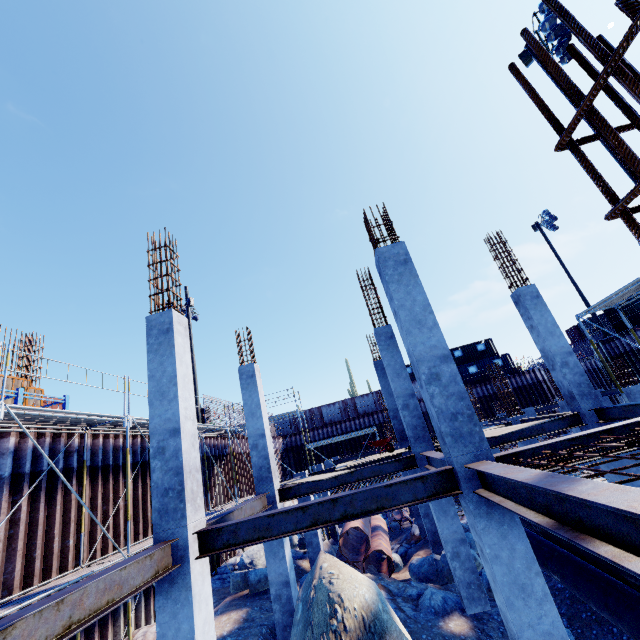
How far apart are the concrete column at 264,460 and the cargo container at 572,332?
50.5m

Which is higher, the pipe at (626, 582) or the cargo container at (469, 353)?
the cargo container at (469, 353)

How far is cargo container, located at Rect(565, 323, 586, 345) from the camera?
44.4 meters

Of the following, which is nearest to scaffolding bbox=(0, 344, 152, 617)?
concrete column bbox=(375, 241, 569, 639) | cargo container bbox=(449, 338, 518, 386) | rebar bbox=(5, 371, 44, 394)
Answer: rebar bbox=(5, 371, 44, 394)

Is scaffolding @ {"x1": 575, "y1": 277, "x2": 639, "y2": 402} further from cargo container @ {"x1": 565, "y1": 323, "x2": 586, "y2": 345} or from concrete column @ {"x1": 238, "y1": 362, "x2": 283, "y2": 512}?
cargo container @ {"x1": 565, "y1": 323, "x2": 586, "y2": 345}

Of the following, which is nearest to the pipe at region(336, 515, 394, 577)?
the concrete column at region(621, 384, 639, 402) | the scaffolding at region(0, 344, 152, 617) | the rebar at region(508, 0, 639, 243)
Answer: the scaffolding at region(0, 344, 152, 617)

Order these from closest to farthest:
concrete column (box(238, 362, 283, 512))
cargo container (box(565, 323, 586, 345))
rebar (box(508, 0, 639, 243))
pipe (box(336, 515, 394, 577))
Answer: rebar (box(508, 0, 639, 243)) < concrete column (box(238, 362, 283, 512)) < pipe (box(336, 515, 394, 577)) < cargo container (box(565, 323, 586, 345))

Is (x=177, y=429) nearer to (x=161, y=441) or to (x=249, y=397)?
(x=161, y=441)
